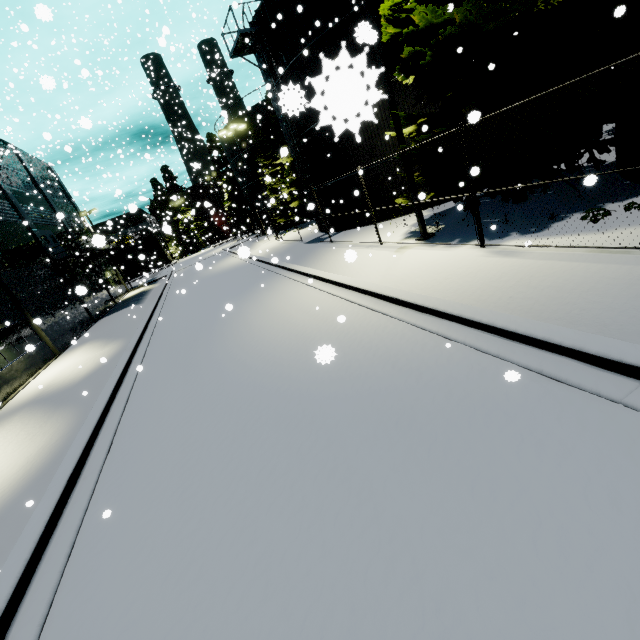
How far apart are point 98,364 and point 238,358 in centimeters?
967cm

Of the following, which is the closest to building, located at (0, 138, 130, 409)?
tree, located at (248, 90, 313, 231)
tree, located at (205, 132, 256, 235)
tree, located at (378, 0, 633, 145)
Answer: tree, located at (378, 0, 633, 145)

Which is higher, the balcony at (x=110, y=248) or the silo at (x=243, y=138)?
the silo at (x=243, y=138)

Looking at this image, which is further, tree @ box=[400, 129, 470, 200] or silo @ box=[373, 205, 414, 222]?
silo @ box=[373, 205, 414, 222]

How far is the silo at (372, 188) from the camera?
16.4m

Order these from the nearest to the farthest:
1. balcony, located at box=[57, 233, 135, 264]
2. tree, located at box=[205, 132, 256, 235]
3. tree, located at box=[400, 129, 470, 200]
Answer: tree, located at box=[400, 129, 470, 200]
balcony, located at box=[57, 233, 135, 264]
tree, located at box=[205, 132, 256, 235]

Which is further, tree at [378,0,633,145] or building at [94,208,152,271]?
building at [94,208,152,271]

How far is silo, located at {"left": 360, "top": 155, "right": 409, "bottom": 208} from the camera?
16.4m
